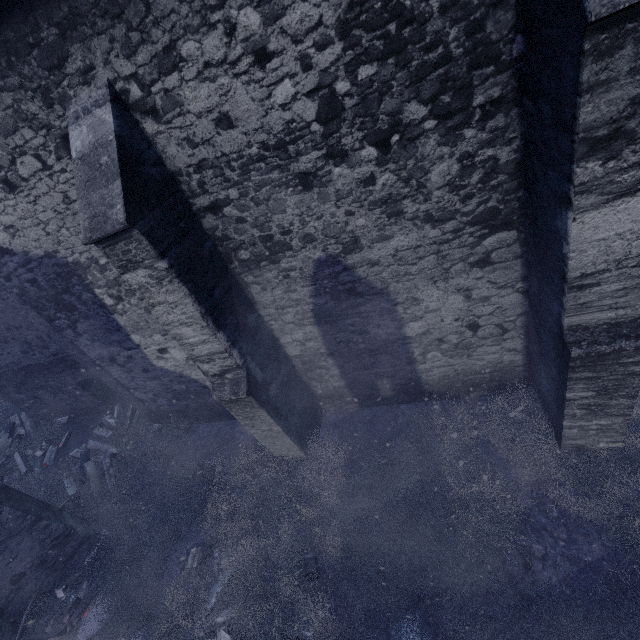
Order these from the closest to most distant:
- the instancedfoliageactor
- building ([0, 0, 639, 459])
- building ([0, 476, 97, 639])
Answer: building ([0, 0, 639, 459])
the instancedfoliageactor
building ([0, 476, 97, 639])

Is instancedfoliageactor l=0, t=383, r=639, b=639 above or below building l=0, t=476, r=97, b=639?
below

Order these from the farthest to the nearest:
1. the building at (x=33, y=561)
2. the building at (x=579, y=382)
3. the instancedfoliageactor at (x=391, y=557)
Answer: the building at (x=33, y=561) < the instancedfoliageactor at (x=391, y=557) < the building at (x=579, y=382)

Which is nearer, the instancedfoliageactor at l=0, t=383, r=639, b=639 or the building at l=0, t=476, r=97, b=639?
the instancedfoliageactor at l=0, t=383, r=639, b=639

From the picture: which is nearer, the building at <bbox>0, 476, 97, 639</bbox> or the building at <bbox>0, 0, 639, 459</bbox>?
the building at <bbox>0, 0, 639, 459</bbox>

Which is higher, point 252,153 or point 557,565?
point 252,153

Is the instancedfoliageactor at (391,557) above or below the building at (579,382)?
below
